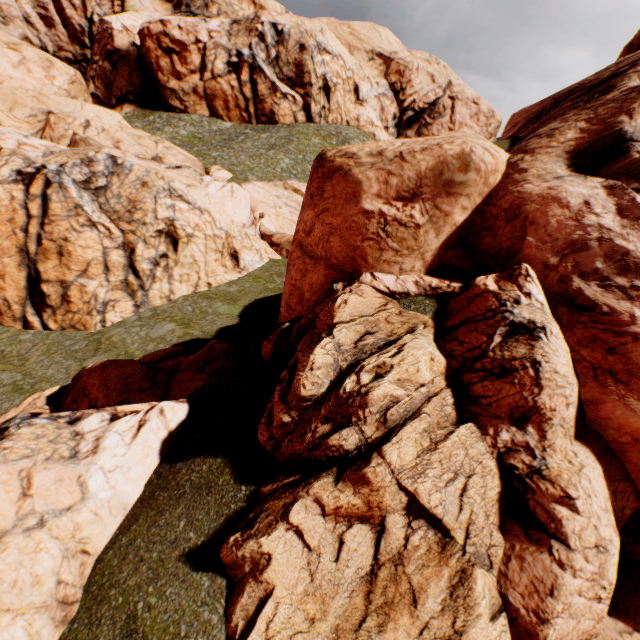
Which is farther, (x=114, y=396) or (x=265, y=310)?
(x=265, y=310)
